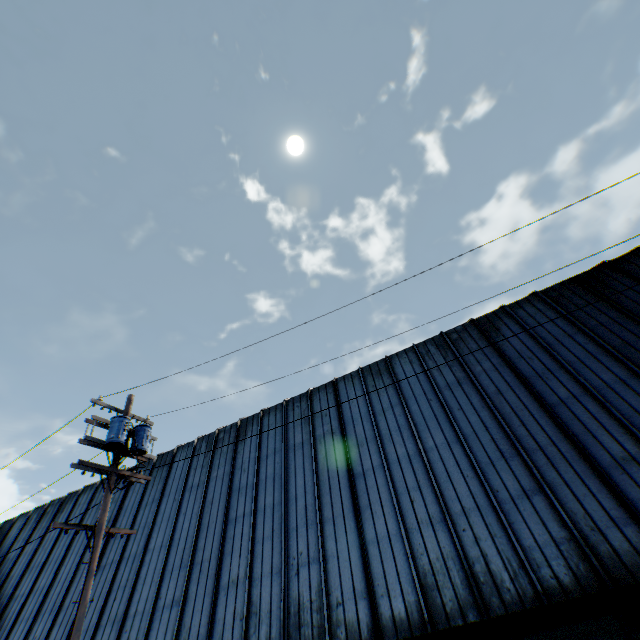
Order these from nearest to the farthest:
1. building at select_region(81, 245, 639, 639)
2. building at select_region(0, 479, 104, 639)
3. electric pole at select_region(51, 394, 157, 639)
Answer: electric pole at select_region(51, 394, 157, 639), building at select_region(81, 245, 639, 639), building at select_region(0, 479, 104, 639)

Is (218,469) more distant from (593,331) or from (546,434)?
(593,331)

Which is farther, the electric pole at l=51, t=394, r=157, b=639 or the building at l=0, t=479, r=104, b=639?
the building at l=0, t=479, r=104, b=639

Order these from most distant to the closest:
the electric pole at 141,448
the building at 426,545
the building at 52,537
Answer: the building at 52,537
the building at 426,545
the electric pole at 141,448

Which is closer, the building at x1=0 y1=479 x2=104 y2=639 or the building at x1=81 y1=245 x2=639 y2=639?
the building at x1=81 y1=245 x2=639 y2=639

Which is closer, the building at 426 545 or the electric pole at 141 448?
the electric pole at 141 448
